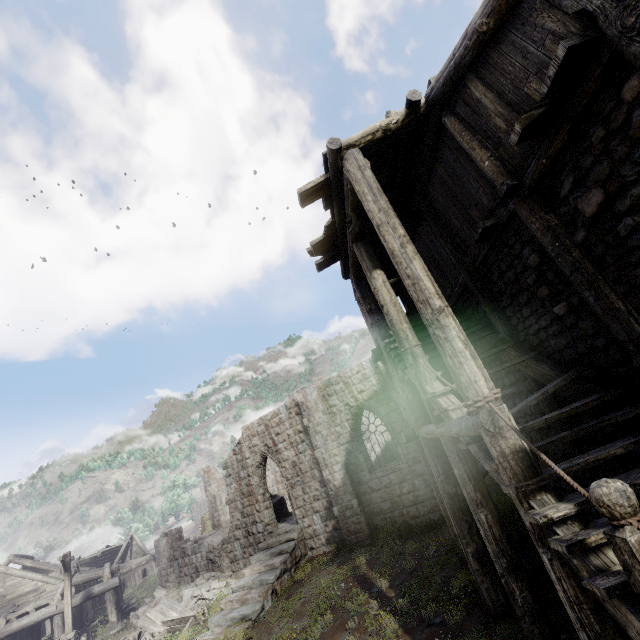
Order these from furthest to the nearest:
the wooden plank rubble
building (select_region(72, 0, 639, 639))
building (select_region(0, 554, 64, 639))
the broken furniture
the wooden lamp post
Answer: the wooden plank rubble, building (select_region(0, 554, 64, 639)), the wooden lamp post, the broken furniture, building (select_region(72, 0, 639, 639))

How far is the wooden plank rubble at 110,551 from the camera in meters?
39.8

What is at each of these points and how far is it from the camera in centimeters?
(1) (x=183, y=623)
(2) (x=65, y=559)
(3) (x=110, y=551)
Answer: (1) broken furniture, 1379cm
(2) wooden lamp post, 1694cm
(3) wooden plank rubble, 4175cm

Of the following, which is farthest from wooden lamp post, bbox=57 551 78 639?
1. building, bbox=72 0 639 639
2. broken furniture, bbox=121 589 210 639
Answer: broken furniture, bbox=121 589 210 639

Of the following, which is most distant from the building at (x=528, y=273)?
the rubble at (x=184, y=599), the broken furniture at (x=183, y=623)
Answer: the broken furniture at (x=183, y=623)

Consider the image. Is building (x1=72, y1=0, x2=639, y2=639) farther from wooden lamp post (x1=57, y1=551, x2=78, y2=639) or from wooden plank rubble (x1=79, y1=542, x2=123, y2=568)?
wooden lamp post (x1=57, y1=551, x2=78, y2=639)

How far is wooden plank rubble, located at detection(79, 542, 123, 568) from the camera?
39.8m

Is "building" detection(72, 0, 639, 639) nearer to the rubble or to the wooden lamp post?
the rubble
